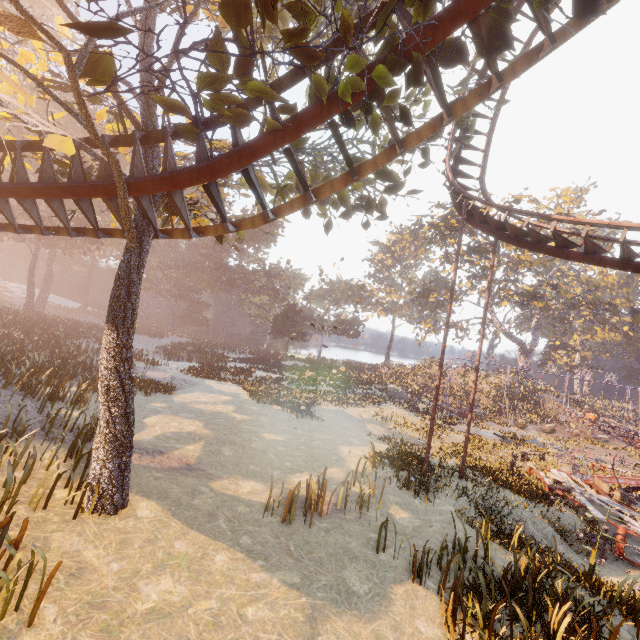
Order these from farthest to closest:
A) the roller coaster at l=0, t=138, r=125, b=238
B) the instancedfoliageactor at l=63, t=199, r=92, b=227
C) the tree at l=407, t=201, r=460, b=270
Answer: the tree at l=407, t=201, r=460, b=270
the instancedfoliageactor at l=63, t=199, r=92, b=227
the roller coaster at l=0, t=138, r=125, b=238

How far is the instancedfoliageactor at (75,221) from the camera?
9.3m

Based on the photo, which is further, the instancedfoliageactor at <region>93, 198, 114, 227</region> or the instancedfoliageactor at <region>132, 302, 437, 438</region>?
the instancedfoliageactor at <region>93, 198, 114, 227</region>

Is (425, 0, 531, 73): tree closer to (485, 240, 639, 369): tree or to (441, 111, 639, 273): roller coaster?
(441, 111, 639, 273): roller coaster

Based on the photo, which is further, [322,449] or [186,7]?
[322,449]

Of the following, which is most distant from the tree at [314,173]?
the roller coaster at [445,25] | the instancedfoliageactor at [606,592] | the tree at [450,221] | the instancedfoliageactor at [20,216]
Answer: the tree at [450,221]

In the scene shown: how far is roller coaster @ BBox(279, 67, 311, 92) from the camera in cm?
563
